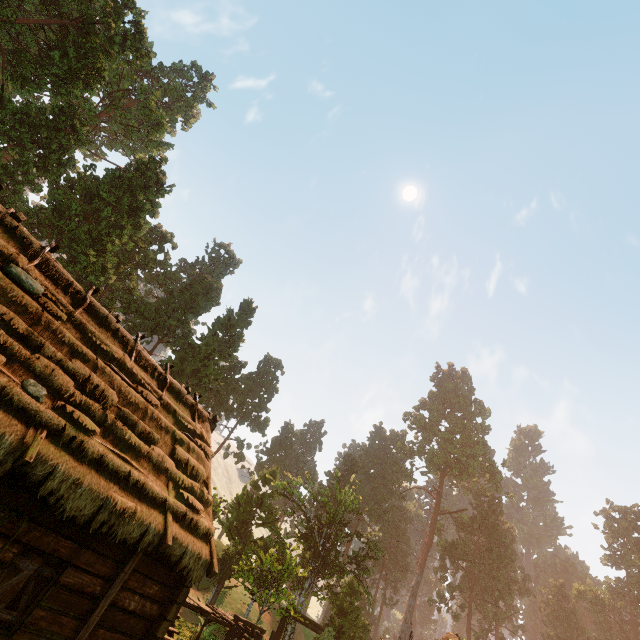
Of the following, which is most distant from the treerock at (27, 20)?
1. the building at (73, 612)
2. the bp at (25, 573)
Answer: the bp at (25, 573)

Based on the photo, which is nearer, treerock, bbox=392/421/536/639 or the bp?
the bp

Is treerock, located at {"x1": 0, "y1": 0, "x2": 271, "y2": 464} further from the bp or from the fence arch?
the bp

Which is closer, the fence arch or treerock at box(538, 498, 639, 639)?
the fence arch

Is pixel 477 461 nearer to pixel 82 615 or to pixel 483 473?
pixel 483 473

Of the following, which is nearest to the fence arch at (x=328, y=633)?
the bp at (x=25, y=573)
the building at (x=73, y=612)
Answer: the building at (x=73, y=612)

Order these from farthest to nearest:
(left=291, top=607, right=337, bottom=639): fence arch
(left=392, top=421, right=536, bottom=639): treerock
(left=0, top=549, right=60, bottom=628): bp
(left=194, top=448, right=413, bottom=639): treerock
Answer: (left=392, top=421, right=536, bottom=639): treerock < (left=194, top=448, right=413, bottom=639): treerock < (left=291, top=607, right=337, bottom=639): fence arch < (left=0, top=549, right=60, bottom=628): bp
